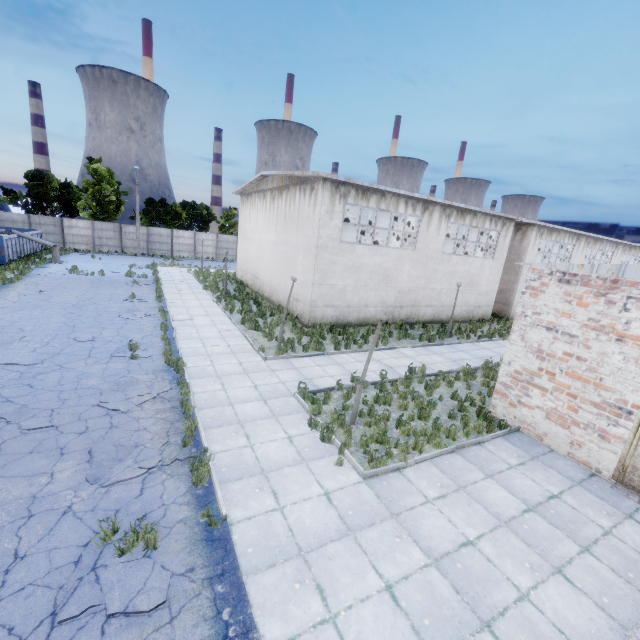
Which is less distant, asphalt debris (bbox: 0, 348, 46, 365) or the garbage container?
asphalt debris (bbox: 0, 348, 46, 365)

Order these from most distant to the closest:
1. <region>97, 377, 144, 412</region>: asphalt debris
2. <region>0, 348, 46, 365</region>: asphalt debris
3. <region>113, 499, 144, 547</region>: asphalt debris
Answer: <region>0, 348, 46, 365</region>: asphalt debris
<region>97, 377, 144, 412</region>: asphalt debris
<region>113, 499, 144, 547</region>: asphalt debris

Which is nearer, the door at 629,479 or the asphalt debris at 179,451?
the asphalt debris at 179,451

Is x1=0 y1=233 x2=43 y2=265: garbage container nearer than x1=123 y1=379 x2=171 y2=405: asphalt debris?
No

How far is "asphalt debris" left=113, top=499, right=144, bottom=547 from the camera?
5.25m

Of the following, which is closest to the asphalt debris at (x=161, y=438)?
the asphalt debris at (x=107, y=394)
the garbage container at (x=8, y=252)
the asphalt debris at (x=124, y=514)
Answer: the asphalt debris at (x=124, y=514)

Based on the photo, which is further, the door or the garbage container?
the garbage container

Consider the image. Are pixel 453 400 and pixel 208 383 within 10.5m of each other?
yes
